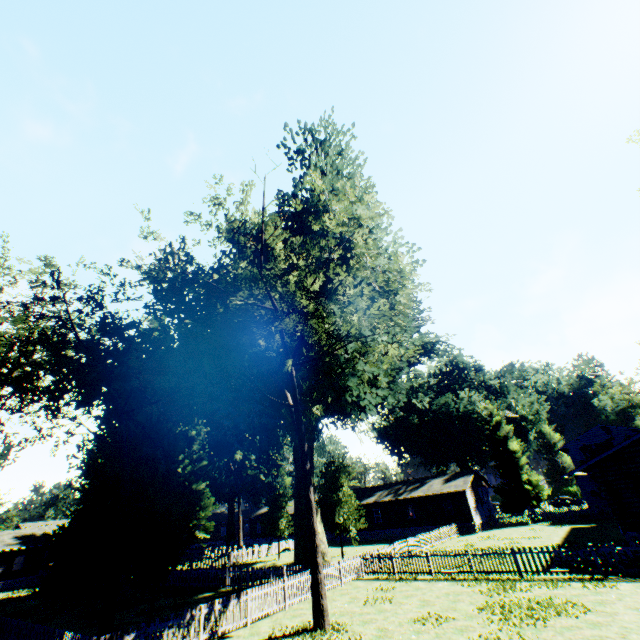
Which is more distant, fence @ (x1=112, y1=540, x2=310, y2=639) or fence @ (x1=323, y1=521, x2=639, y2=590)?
fence @ (x1=323, y1=521, x2=639, y2=590)

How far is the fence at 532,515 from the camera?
35.00m

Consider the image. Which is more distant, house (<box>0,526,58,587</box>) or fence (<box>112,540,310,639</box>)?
house (<box>0,526,58,587</box>)

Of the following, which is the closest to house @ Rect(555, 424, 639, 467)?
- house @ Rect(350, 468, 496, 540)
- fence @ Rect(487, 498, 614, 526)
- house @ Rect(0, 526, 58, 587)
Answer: house @ Rect(350, 468, 496, 540)

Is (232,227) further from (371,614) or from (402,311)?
(402,311)

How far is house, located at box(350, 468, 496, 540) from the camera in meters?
38.5

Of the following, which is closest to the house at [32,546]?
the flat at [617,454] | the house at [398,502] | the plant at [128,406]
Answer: the plant at [128,406]

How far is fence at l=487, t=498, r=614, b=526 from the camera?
35.00m
